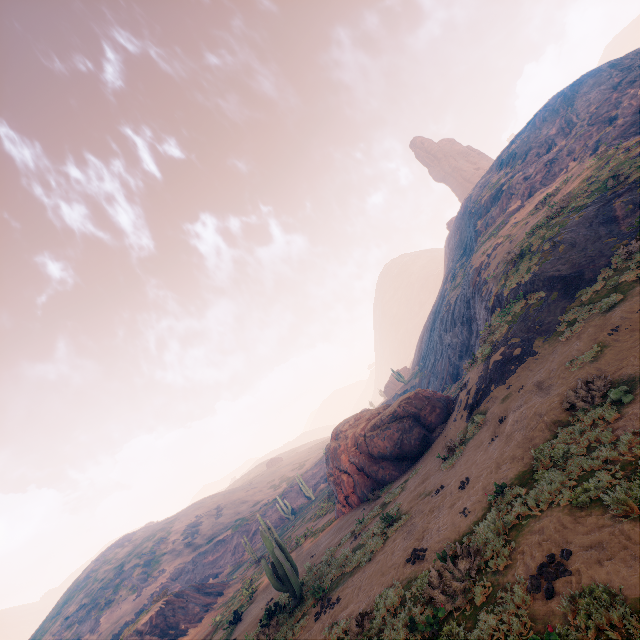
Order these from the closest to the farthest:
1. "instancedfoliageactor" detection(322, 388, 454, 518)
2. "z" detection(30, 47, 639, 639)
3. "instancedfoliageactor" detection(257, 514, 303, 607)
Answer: "z" detection(30, 47, 639, 639) → "instancedfoliageactor" detection(257, 514, 303, 607) → "instancedfoliageactor" detection(322, 388, 454, 518)

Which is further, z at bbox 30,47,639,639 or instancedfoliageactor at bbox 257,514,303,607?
instancedfoliageactor at bbox 257,514,303,607

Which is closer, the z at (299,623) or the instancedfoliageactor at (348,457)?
the z at (299,623)

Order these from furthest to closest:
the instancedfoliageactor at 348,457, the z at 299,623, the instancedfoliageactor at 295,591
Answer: the instancedfoliageactor at 348,457, the instancedfoliageactor at 295,591, the z at 299,623

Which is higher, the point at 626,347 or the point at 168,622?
the point at 168,622

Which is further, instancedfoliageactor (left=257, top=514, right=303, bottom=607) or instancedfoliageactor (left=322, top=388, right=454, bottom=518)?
instancedfoliageactor (left=322, top=388, right=454, bottom=518)

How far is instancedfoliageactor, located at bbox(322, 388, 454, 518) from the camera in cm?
1962
